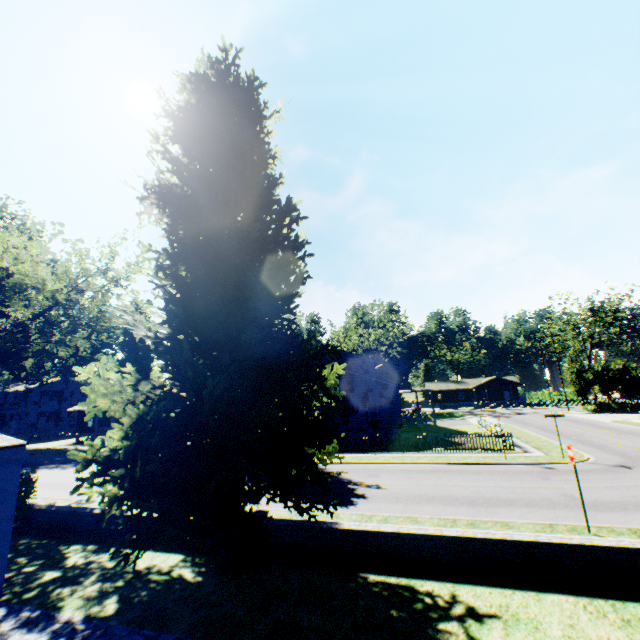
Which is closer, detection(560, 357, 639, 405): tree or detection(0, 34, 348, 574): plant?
detection(0, 34, 348, 574): plant

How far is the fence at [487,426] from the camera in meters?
21.3

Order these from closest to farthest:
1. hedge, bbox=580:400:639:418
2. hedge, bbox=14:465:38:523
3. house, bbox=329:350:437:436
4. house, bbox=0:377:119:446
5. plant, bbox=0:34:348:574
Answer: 1. plant, bbox=0:34:348:574
2. hedge, bbox=14:465:38:523
3. house, bbox=329:350:437:436
4. hedge, bbox=580:400:639:418
5. house, bbox=0:377:119:446

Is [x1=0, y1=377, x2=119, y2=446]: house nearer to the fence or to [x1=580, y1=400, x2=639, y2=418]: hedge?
the fence

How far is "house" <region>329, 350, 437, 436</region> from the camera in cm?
2916

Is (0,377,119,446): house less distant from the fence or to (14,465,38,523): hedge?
the fence

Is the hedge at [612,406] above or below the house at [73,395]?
below

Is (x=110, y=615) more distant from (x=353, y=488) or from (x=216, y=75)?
(x=216, y=75)
